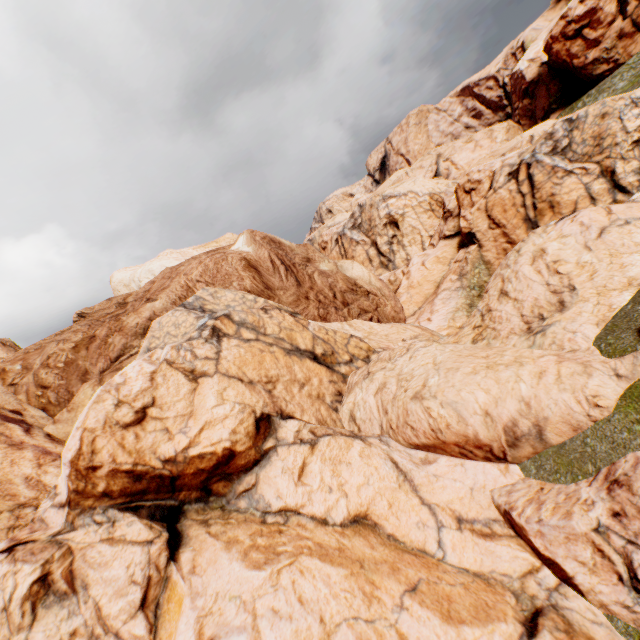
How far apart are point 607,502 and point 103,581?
9.11m
